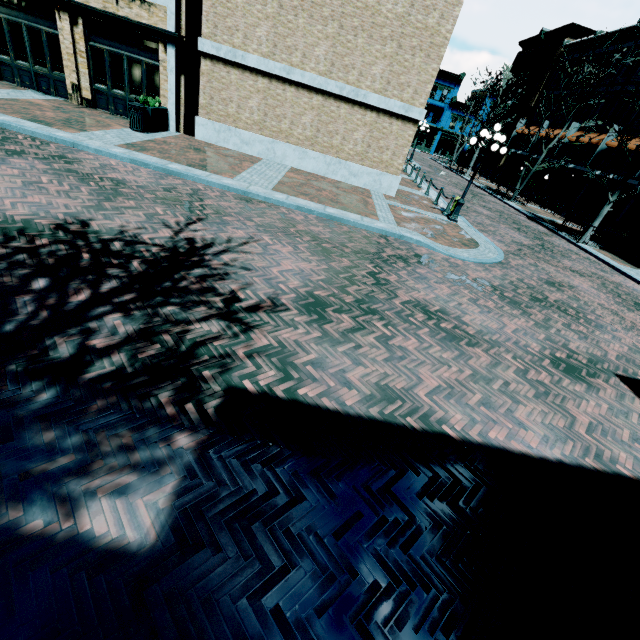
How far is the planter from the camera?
12.5 meters

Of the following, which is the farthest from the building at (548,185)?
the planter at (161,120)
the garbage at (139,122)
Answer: the garbage at (139,122)

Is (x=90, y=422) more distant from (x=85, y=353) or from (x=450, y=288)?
(x=450, y=288)

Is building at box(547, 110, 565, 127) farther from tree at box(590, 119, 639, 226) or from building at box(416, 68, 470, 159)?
building at box(416, 68, 470, 159)

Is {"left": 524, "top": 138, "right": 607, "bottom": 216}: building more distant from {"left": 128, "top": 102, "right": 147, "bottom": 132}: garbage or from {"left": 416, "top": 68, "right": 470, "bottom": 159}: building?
{"left": 416, "top": 68, "right": 470, "bottom": 159}: building

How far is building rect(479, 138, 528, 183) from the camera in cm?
3606

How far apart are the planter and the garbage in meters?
0.1

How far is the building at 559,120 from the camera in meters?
30.7 m
